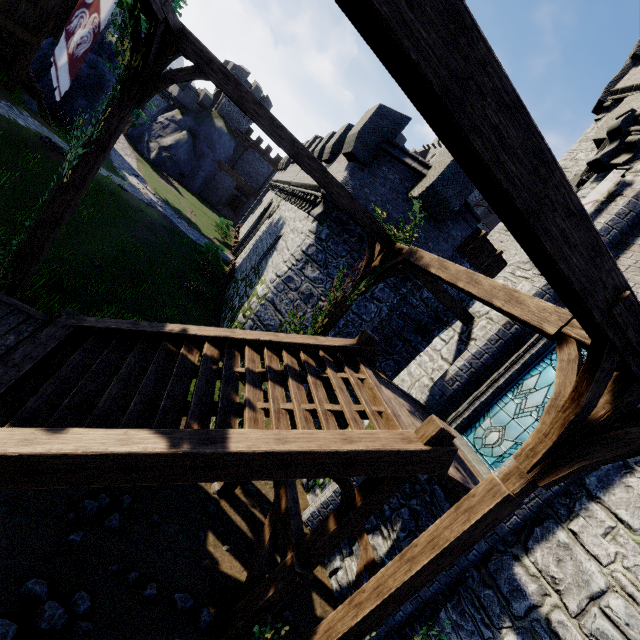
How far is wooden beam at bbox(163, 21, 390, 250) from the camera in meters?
5.8

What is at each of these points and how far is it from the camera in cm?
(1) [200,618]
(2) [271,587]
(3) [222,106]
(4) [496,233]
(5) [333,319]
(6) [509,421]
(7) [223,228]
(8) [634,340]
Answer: (1) instancedfoliageactor, 528
(2) wooden support, 511
(3) building tower, 4625
(4) building tower, 1580
(5) wooden post, 849
(6) window glass, 725
(7) bush, 3609
(8) wooden support, 260

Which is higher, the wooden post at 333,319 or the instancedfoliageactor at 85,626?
the wooden post at 333,319

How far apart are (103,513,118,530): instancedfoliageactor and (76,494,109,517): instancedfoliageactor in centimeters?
23cm

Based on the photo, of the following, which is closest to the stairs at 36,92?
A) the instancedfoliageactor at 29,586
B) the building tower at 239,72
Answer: the instancedfoliageactor at 29,586

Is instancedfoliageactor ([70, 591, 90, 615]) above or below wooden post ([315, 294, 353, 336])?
below

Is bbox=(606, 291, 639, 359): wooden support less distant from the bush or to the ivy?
the ivy

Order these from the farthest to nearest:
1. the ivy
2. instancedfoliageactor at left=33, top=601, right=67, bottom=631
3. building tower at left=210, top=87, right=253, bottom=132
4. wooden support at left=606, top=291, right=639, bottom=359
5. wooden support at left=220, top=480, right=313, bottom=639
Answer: building tower at left=210, top=87, right=253, bottom=132
the ivy
wooden support at left=220, top=480, right=313, bottom=639
instancedfoliageactor at left=33, top=601, right=67, bottom=631
wooden support at left=606, top=291, right=639, bottom=359
